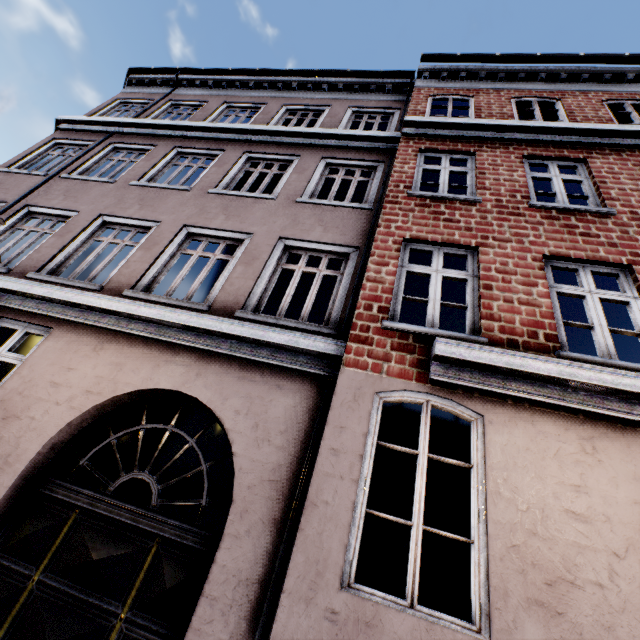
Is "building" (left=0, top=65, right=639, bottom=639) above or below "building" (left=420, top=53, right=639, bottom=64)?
below

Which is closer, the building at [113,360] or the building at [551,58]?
→ the building at [113,360]

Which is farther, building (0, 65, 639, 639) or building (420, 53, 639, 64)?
building (420, 53, 639, 64)

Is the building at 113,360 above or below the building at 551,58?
below

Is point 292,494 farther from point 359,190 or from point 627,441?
point 359,190
